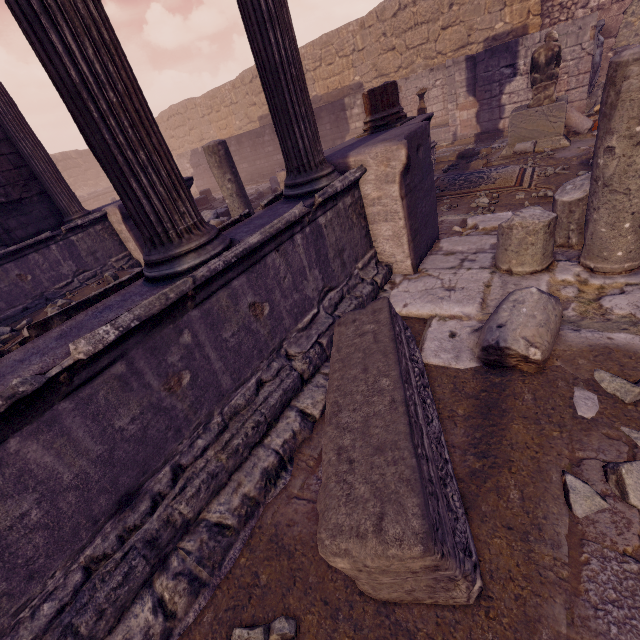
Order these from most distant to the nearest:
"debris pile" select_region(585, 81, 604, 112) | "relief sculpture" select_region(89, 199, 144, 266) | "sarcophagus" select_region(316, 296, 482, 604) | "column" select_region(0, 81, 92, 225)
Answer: "debris pile" select_region(585, 81, 604, 112)
"relief sculpture" select_region(89, 199, 144, 266)
"column" select_region(0, 81, 92, 225)
"sarcophagus" select_region(316, 296, 482, 604)

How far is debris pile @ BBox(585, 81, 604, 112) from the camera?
9.83m

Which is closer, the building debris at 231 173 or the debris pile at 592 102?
the building debris at 231 173

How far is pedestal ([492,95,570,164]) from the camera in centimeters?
712cm

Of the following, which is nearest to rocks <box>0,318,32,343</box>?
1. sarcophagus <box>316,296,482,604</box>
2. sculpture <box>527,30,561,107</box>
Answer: sarcophagus <box>316,296,482,604</box>

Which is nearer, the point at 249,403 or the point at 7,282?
the point at 249,403

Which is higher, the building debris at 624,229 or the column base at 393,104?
the column base at 393,104

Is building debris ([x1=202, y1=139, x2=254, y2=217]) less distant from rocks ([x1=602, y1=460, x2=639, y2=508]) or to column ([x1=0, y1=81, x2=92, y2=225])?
column ([x1=0, y1=81, x2=92, y2=225])
